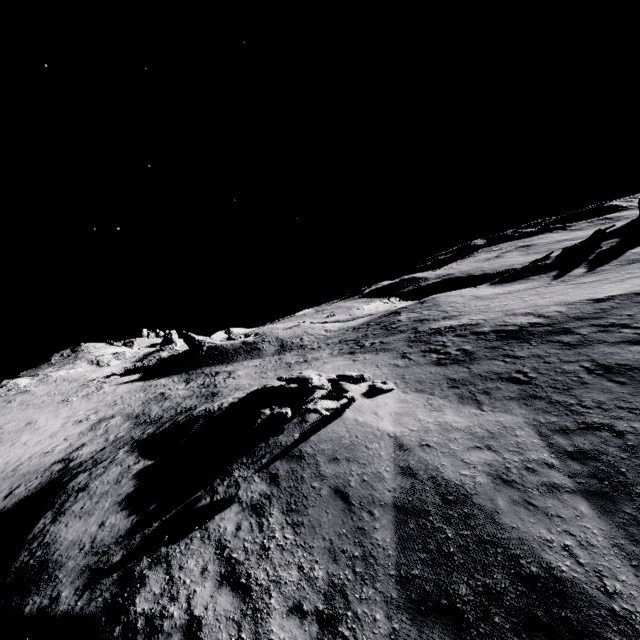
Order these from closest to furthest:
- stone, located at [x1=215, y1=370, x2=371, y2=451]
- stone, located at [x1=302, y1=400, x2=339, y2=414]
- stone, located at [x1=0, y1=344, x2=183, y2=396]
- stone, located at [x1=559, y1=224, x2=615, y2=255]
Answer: stone, located at [x1=302, y1=400, x2=339, y2=414] → stone, located at [x1=215, y1=370, x2=371, y2=451] → stone, located at [x1=559, y1=224, x2=615, y2=255] → stone, located at [x1=0, y1=344, x2=183, y2=396]

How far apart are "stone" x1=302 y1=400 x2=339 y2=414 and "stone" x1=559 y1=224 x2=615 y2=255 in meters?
40.5 m

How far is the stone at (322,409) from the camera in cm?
1091

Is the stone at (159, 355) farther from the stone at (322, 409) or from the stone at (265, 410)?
the stone at (322, 409)

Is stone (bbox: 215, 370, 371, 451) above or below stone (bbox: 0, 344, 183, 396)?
below

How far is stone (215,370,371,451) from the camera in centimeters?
1188cm

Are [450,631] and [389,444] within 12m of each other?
yes

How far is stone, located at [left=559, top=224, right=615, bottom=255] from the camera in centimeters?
3609cm
